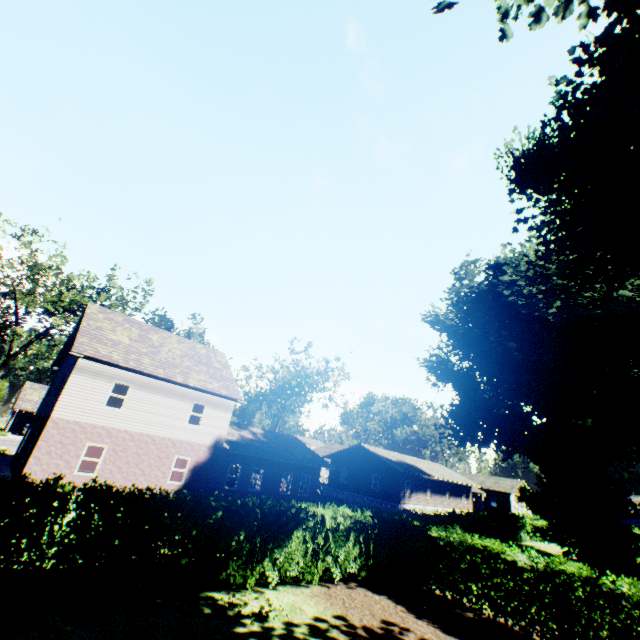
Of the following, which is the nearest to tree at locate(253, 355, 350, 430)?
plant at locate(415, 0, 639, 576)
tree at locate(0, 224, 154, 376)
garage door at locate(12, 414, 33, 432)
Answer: plant at locate(415, 0, 639, 576)

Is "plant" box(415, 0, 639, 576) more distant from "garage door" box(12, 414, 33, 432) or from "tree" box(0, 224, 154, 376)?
"garage door" box(12, 414, 33, 432)

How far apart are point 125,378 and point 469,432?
33.02m

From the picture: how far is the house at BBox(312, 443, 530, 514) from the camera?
36.50m

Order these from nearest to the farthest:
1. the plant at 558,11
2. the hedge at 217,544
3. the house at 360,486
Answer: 1. the hedge at 217,544
2. the plant at 558,11
3. the house at 360,486

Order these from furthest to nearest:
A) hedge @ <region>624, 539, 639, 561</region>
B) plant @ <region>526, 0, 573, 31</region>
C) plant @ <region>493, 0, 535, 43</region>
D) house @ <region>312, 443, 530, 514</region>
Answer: house @ <region>312, 443, 530, 514</region> → hedge @ <region>624, 539, 639, 561</region> → plant @ <region>493, 0, 535, 43</region> → plant @ <region>526, 0, 573, 31</region>

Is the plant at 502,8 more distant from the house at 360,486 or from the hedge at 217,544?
the house at 360,486
